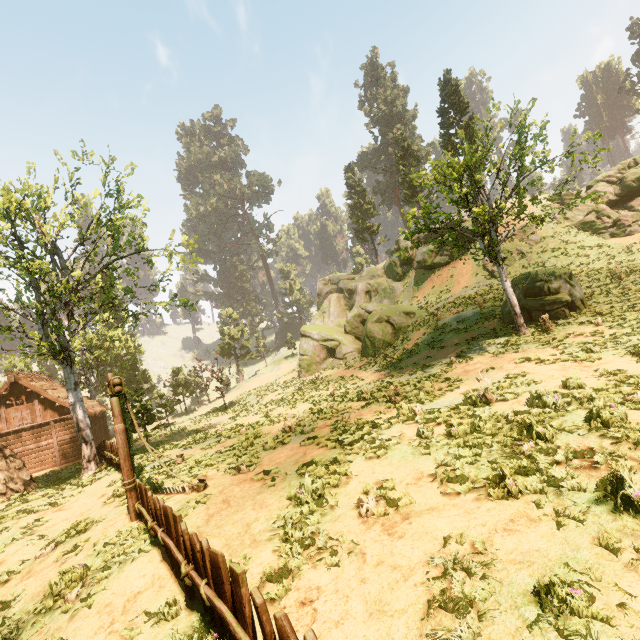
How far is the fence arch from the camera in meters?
8.3 m

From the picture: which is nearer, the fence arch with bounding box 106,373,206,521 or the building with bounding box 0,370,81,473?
the fence arch with bounding box 106,373,206,521

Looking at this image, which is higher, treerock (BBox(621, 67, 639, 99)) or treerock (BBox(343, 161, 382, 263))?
treerock (BBox(621, 67, 639, 99))

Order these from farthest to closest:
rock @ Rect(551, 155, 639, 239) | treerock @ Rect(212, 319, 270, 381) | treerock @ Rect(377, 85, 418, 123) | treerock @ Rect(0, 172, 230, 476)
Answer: treerock @ Rect(377, 85, 418, 123) → treerock @ Rect(212, 319, 270, 381) → rock @ Rect(551, 155, 639, 239) → treerock @ Rect(0, 172, 230, 476)

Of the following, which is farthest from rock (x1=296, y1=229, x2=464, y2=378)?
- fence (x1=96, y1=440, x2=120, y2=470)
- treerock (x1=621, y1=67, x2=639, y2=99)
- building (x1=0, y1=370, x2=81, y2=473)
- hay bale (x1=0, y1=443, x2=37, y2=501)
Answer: hay bale (x1=0, y1=443, x2=37, y2=501)

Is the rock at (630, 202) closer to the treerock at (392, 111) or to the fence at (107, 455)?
the treerock at (392, 111)

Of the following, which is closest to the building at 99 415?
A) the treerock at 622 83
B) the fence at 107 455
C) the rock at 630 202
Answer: the treerock at 622 83

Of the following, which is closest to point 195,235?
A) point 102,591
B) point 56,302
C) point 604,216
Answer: point 56,302
